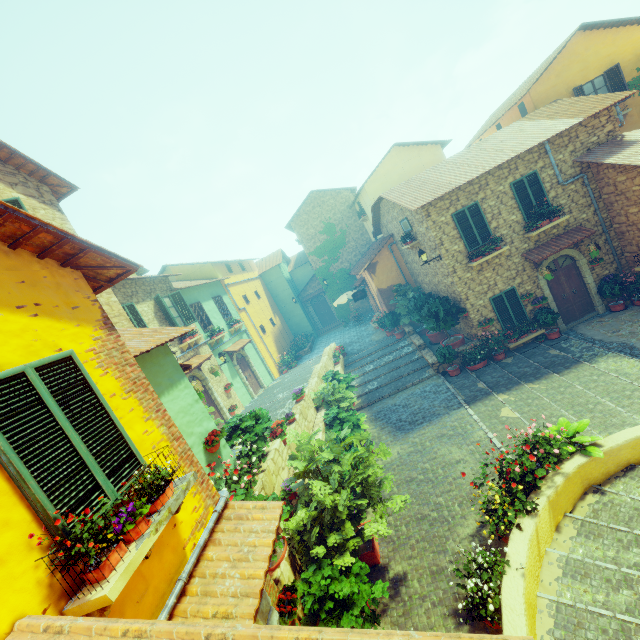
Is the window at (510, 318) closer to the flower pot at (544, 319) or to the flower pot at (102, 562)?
the flower pot at (544, 319)

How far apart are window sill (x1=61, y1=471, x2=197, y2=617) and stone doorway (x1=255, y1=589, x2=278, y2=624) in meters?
0.8

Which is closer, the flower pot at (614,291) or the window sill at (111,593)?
the window sill at (111,593)

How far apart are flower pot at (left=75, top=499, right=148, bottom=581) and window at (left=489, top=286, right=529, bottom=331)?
13.7m

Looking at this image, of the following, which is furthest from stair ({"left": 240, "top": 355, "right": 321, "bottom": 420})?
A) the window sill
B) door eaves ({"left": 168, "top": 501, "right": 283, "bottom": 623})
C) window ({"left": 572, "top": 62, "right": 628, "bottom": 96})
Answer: window ({"left": 572, "top": 62, "right": 628, "bottom": 96})

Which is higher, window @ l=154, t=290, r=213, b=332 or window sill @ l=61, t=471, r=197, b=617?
window @ l=154, t=290, r=213, b=332

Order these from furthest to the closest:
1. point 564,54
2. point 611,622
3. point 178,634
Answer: point 564,54
point 611,622
point 178,634

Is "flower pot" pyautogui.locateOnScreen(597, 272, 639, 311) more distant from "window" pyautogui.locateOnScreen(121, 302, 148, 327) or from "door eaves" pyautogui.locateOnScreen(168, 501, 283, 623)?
"window" pyautogui.locateOnScreen(121, 302, 148, 327)
